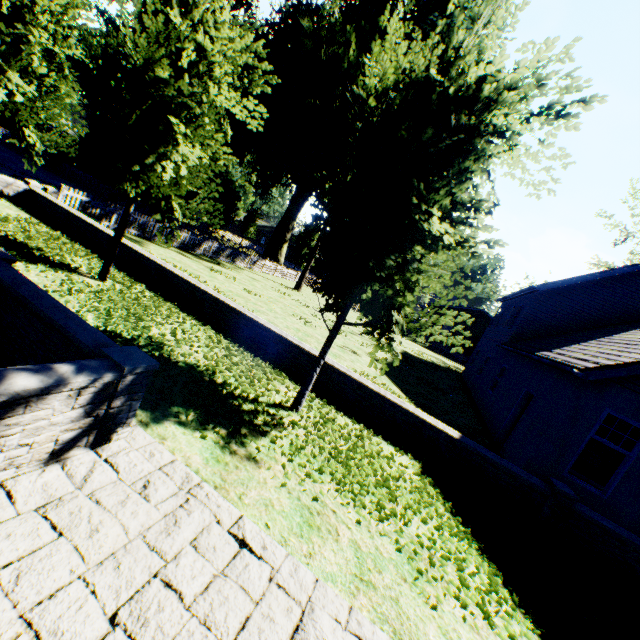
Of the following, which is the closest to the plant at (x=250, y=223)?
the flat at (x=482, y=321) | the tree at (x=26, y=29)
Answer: the tree at (x=26, y=29)

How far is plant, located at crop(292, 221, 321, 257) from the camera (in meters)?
39.33

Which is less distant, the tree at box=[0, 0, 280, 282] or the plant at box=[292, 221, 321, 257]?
the tree at box=[0, 0, 280, 282]

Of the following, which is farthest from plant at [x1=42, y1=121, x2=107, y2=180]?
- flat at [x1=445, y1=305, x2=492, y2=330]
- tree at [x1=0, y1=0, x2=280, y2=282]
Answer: flat at [x1=445, y1=305, x2=492, y2=330]

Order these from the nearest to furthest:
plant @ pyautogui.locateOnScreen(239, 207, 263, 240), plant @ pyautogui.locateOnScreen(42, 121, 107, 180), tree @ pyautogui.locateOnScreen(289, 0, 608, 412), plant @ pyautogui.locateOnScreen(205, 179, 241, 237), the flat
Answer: tree @ pyautogui.locateOnScreen(289, 0, 608, 412) → plant @ pyautogui.locateOnScreen(205, 179, 241, 237) → plant @ pyautogui.locateOnScreen(42, 121, 107, 180) → the flat → plant @ pyautogui.locateOnScreen(239, 207, 263, 240)

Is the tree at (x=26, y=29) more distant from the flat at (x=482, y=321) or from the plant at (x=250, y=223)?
the flat at (x=482, y=321)

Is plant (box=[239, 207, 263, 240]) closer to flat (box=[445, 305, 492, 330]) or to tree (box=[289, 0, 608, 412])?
tree (box=[289, 0, 608, 412])

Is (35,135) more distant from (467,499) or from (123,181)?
(467,499)
